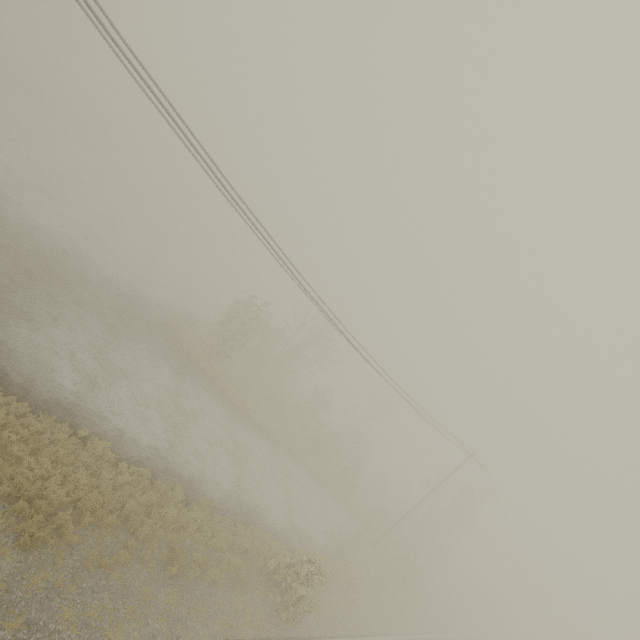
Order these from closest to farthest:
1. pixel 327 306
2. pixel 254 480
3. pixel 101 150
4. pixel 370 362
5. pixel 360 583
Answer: pixel 327 306 → pixel 370 362 → pixel 254 480 → pixel 360 583 → pixel 101 150

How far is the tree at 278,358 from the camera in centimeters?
2681cm

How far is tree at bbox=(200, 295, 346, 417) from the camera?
26.81m
